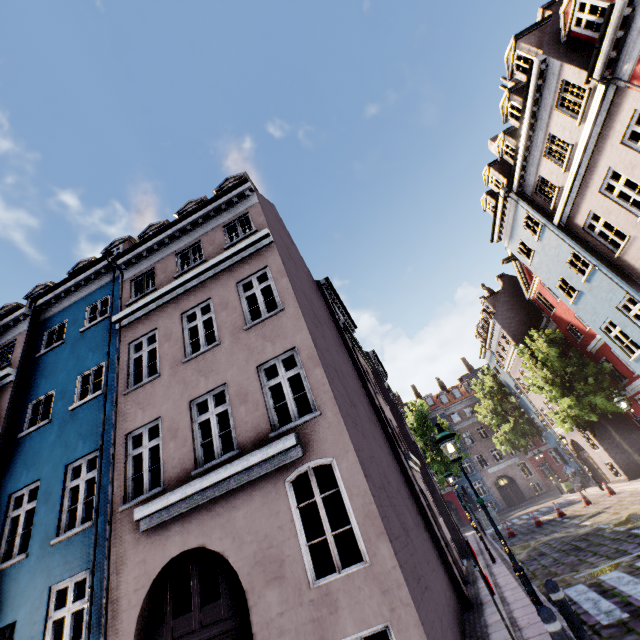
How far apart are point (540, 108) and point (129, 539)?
19.1m

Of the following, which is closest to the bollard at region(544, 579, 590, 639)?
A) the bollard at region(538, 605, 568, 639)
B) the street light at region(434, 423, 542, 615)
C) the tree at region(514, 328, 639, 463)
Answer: the bollard at region(538, 605, 568, 639)

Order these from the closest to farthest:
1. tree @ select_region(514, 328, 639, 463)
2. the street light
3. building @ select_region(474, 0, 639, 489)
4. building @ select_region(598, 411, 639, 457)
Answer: the street light, building @ select_region(474, 0, 639, 489), tree @ select_region(514, 328, 639, 463), building @ select_region(598, 411, 639, 457)

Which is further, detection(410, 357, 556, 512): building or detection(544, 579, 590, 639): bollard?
detection(410, 357, 556, 512): building

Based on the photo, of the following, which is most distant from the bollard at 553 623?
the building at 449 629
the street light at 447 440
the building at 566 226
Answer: the building at 566 226

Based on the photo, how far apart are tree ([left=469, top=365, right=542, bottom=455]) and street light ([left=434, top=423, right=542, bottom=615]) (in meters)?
32.02

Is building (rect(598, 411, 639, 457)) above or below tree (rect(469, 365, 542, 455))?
below

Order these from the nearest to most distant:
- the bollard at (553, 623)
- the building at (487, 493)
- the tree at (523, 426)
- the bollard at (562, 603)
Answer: the bollard at (553, 623) < the bollard at (562, 603) < the tree at (523, 426) < the building at (487, 493)
